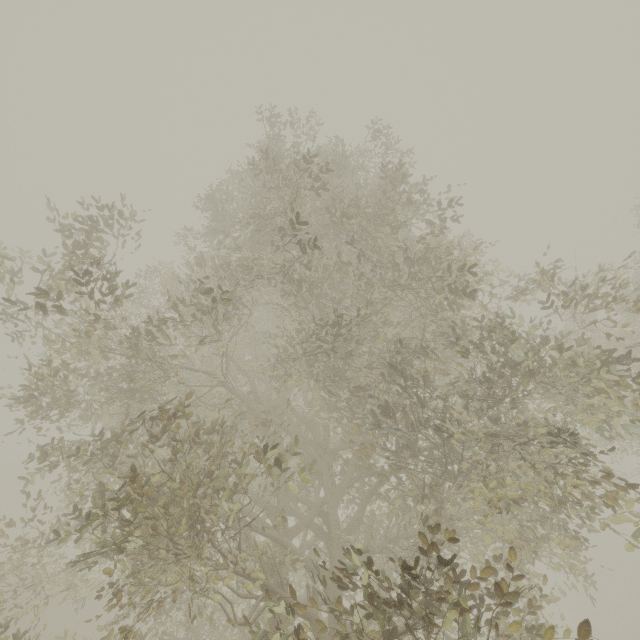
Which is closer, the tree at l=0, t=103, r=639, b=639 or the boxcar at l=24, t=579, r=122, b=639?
the tree at l=0, t=103, r=639, b=639

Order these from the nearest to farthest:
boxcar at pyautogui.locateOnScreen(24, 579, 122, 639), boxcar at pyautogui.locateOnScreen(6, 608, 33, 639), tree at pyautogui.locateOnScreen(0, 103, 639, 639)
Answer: tree at pyautogui.locateOnScreen(0, 103, 639, 639) → boxcar at pyautogui.locateOnScreen(6, 608, 33, 639) → boxcar at pyautogui.locateOnScreen(24, 579, 122, 639)

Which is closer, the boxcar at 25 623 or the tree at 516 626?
the tree at 516 626

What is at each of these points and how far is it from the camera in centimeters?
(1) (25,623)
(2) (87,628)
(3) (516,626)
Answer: (1) boxcar, 1938cm
(2) boxcar, 2273cm
(3) tree, 322cm

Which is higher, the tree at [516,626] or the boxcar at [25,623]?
the tree at [516,626]

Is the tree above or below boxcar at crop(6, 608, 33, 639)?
above

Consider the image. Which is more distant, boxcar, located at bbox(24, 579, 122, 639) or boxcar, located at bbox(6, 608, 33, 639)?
boxcar, located at bbox(24, 579, 122, 639)
